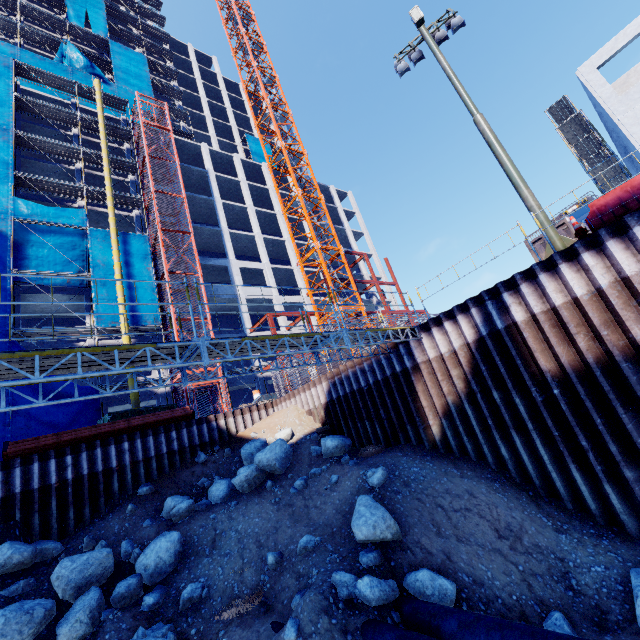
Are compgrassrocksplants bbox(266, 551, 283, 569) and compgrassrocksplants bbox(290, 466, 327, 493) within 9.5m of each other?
yes

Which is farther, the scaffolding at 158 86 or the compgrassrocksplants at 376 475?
the scaffolding at 158 86

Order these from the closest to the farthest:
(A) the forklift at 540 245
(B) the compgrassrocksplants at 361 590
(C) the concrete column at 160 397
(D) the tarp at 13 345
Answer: (B) the compgrassrocksplants at 361 590, (A) the forklift at 540 245, (D) the tarp at 13 345, (C) the concrete column at 160 397

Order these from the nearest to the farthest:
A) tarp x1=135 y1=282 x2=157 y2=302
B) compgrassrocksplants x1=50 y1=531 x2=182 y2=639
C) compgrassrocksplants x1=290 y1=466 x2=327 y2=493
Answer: compgrassrocksplants x1=50 y1=531 x2=182 y2=639 < compgrassrocksplants x1=290 y1=466 x2=327 y2=493 < tarp x1=135 y1=282 x2=157 y2=302

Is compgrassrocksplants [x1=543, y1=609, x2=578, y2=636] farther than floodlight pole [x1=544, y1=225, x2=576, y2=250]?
No

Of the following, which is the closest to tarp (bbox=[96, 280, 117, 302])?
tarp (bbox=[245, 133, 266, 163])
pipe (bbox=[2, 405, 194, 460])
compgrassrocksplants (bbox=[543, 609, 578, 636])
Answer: pipe (bbox=[2, 405, 194, 460])

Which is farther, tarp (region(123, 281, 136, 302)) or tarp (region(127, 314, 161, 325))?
tarp (region(123, 281, 136, 302))

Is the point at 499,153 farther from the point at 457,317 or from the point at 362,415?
the point at 362,415
